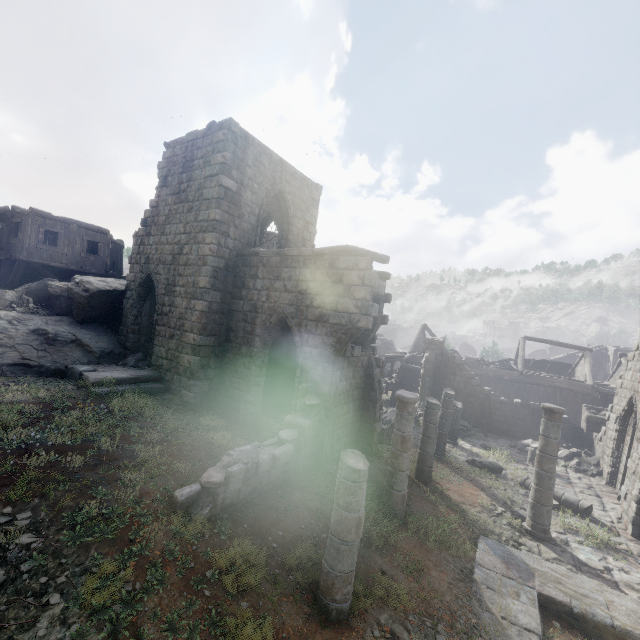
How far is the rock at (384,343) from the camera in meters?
47.8

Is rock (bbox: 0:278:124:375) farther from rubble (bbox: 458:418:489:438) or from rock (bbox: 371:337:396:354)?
rubble (bbox: 458:418:489:438)

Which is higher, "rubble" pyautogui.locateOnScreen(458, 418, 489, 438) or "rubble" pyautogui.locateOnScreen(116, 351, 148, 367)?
"rubble" pyautogui.locateOnScreen(116, 351, 148, 367)

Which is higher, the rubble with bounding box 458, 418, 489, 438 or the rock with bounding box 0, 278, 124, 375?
the rock with bounding box 0, 278, 124, 375

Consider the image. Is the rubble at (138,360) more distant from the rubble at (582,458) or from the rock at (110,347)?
the rubble at (582,458)

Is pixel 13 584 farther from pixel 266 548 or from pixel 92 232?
pixel 92 232

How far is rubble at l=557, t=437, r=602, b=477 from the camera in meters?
15.6

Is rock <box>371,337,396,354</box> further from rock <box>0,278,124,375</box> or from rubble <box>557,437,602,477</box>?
rubble <box>557,437,602,477</box>
